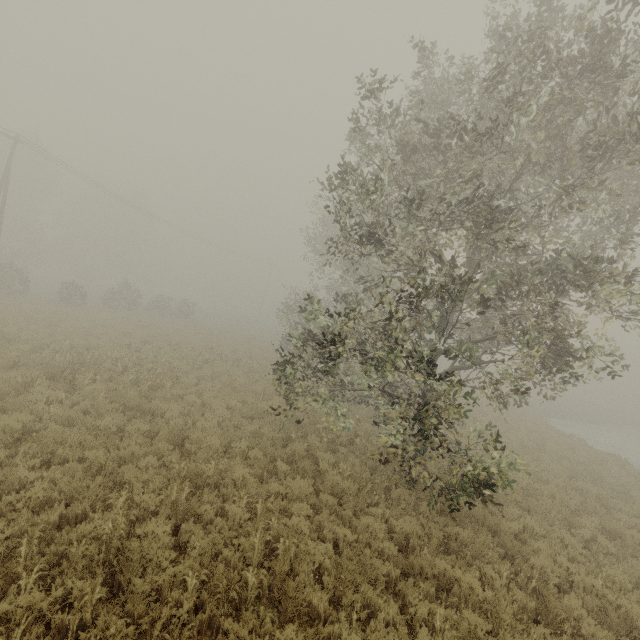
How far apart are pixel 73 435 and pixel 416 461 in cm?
853
